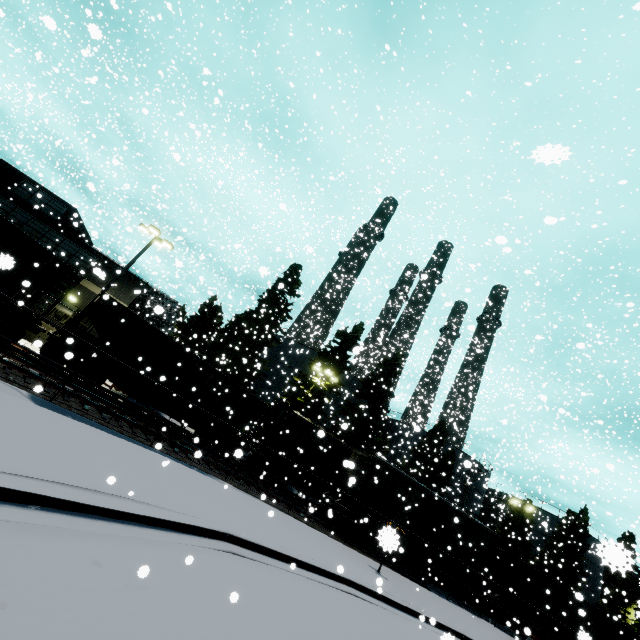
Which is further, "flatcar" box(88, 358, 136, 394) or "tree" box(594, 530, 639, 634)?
"flatcar" box(88, 358, 136, 394)

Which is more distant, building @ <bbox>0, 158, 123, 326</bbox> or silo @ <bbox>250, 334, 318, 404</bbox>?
silo @ <bbox>250, 334, 318, 404</bbox>

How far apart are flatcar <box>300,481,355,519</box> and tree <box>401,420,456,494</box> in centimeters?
1901cm

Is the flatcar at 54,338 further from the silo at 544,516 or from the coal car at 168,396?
the silo at 544,516

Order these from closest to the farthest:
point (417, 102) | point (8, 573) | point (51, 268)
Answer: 1. point (8, 573)
2. point (51, 268)
3. point (417, 102)

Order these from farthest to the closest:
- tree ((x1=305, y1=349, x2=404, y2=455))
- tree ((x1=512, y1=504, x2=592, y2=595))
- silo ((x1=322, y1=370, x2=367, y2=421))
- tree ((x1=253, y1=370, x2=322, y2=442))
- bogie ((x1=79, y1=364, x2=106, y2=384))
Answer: tree ((x1=512, y1=504, x2=592, y2=595)), silo ((x1=322, y1=370, x2=367, y2=421)), tree ((x1=305, y1=349, x2=404, y2=455)), tree ((x1=253, y1=370, x2=322, y2=442)), bogie ((x1=79, y1=364, x2=106, y2=384))

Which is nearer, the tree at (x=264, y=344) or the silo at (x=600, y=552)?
the silo at (x=600, y=552)

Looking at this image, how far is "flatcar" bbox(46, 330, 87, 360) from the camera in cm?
1504
